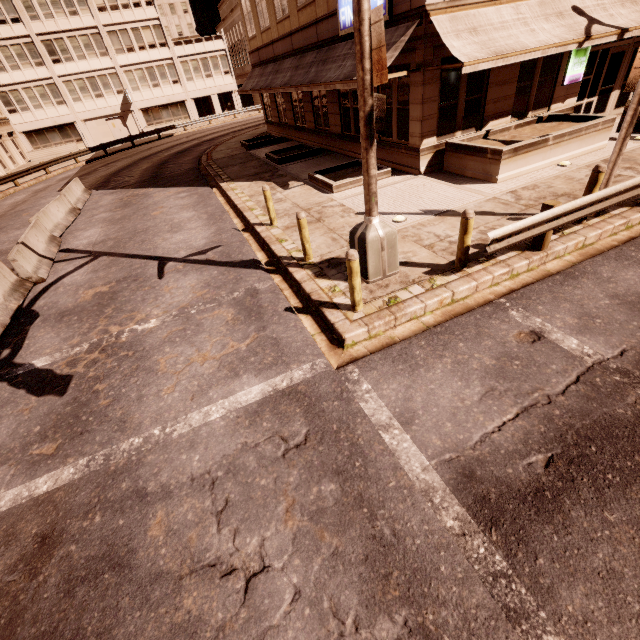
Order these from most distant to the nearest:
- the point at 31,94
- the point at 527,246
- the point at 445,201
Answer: the point at 31,94 < the point at 445,201 < the point at 527,246

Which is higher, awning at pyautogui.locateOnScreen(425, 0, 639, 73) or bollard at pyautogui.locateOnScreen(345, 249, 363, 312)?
awning at pyautogui.locateOnScreen(425, 0, 639, 73)

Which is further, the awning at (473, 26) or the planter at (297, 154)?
the planter at (297, 154)

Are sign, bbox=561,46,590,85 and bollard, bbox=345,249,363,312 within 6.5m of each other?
no

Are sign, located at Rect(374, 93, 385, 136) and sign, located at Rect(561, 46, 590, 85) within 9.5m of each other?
no

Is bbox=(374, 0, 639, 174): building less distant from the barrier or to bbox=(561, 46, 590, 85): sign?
bbox=(561, 46, 590, 85): sign

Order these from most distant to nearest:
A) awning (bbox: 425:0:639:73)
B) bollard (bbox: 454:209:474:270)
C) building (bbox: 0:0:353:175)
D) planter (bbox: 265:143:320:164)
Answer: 1. building (bbox: 0:0:353:175)
2. planter (bbox: 265:143:320:164)
3. awning (bbox: 425:0:639:73)
4. bollard (bbox: 454:209:474:270)

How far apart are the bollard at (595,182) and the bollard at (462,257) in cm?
324
